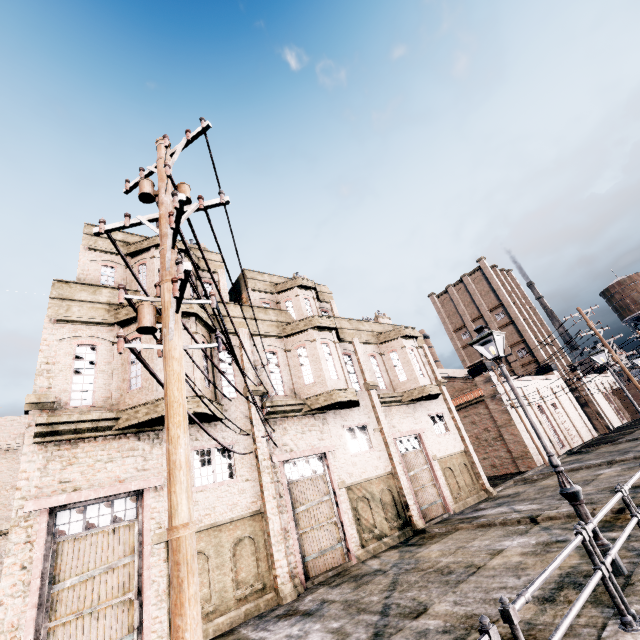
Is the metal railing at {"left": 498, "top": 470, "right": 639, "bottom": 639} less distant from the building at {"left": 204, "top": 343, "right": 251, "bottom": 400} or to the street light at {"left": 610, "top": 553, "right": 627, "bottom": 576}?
the street light at {"left": 610, "top": 553, "right": 627, "bottom": 576}

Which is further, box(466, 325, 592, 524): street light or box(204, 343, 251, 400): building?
box(204, 343, 251, 400): building

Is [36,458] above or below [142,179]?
below

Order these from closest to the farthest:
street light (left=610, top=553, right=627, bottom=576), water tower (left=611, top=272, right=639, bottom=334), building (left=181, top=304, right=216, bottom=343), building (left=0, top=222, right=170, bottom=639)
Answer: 1. street light (left=610, top=553, right=627, bottom=576)
2. building (left=0, top=222, right=170, bottom=639)
3. building (left=181, top=304, right=216, bottom=343)
4. water tower (left=611, top=272, right=639, bottom=334)

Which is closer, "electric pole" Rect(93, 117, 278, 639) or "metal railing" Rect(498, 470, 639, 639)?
"electric pole" Rect(93, 117, 278, 639)

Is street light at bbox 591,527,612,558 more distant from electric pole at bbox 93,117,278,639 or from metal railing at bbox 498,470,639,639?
electric pole at bbox 93,117,278,639

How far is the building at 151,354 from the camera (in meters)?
11.66

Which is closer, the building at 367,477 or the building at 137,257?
the building at 367,477
